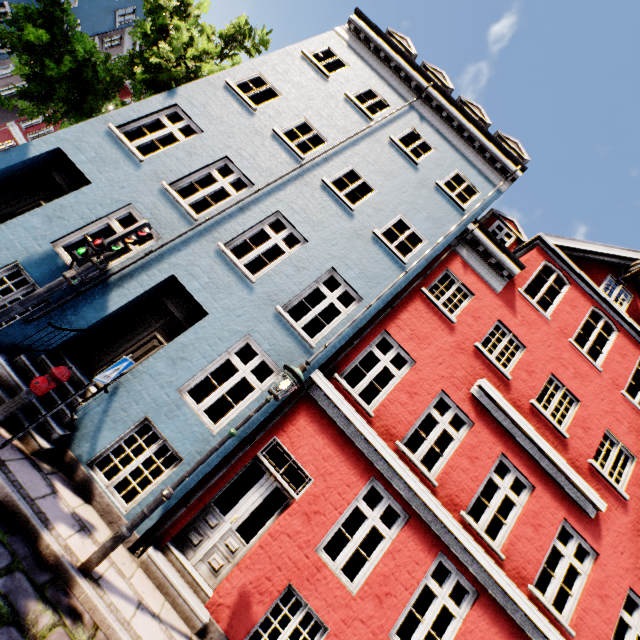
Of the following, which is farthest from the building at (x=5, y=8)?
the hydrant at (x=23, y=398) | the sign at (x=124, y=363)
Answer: A: the sign at (x=124, y=363)

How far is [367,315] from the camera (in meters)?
7.70

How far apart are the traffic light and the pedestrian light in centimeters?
10cm

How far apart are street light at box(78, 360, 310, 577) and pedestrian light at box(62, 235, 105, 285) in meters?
3.4 m

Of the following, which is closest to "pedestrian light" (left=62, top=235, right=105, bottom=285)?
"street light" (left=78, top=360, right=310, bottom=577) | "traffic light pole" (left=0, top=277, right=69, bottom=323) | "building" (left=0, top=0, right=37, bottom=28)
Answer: "traffic light pole" (left=0, top=277, right=69, bottom=323)

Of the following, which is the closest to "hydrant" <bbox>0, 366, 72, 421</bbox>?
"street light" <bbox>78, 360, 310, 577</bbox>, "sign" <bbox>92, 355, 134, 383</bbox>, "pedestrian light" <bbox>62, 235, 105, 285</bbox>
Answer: "sign" <bbox>92, 355, 134, 383</bbox>

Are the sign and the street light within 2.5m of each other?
yes
